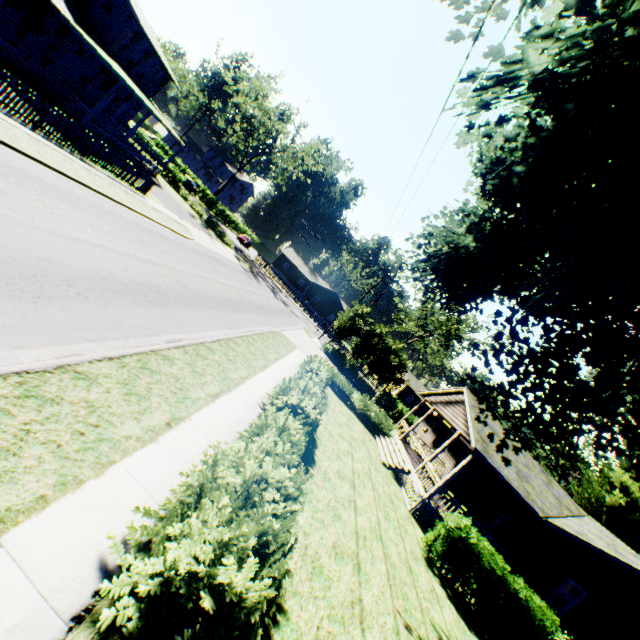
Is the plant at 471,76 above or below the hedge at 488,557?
above

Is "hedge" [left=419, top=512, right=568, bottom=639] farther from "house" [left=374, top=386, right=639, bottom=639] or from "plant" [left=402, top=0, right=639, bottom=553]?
"house" [left=374, top=386, right=639, bottom=639]

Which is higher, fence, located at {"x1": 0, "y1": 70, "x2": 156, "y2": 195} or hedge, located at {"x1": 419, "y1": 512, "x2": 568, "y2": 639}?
hedge, located at {"x1": 419, "y1": 512, "x2": 568, "y2": 639}

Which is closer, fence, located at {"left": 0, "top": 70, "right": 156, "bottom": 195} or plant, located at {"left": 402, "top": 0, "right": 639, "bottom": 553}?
plant, located at {"left": 402, "top": 0, "right": 639, "bottom": 553}

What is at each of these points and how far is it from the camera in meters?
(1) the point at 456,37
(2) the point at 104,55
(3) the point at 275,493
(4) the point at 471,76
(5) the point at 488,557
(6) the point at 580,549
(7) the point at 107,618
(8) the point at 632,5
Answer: (1) plant, 6.4 m
(2) house, 19.4 m
(3) hedge, 5.9 m
(4) plant, 3.9 m
(5) hedge, 12.0 m
(6) house, 14.9 m
(7) hedge, 3.3 m
(8) plant, 2.8 m

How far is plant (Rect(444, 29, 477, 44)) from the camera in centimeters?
630cm

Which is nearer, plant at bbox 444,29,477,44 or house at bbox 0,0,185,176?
plant at bbox 444,29,477,44

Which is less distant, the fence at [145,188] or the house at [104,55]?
the fence at [145,188]
